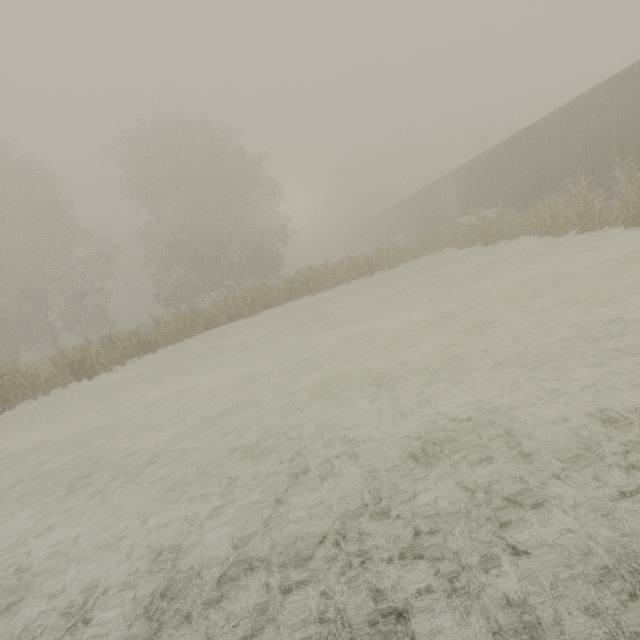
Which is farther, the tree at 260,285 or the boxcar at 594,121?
the tree at 260,285

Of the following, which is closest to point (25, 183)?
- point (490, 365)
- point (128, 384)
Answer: point (128, 384)

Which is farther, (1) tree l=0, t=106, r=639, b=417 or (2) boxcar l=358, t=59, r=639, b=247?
(1) tree l=0, t=106, r=639, b=417
